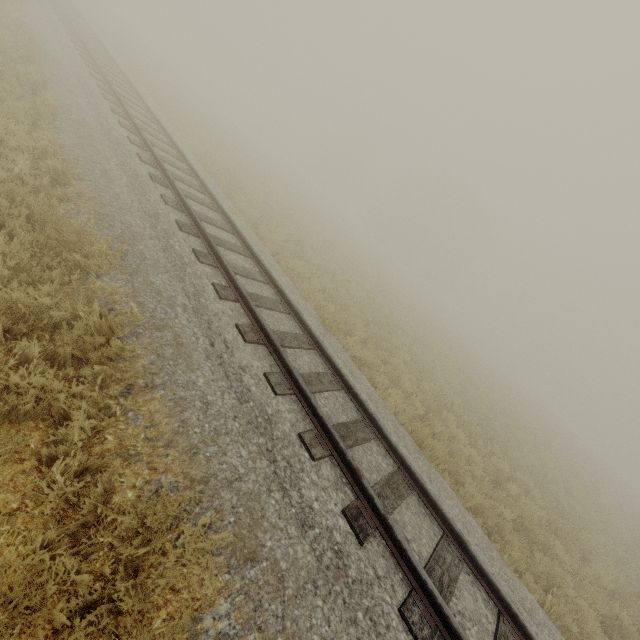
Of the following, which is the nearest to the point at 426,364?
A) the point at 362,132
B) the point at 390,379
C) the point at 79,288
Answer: the point at 390,379
